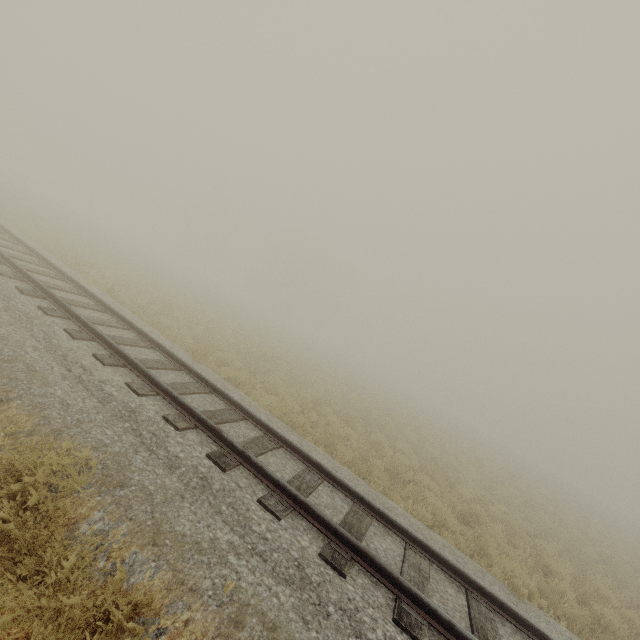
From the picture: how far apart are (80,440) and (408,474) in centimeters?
893cm
